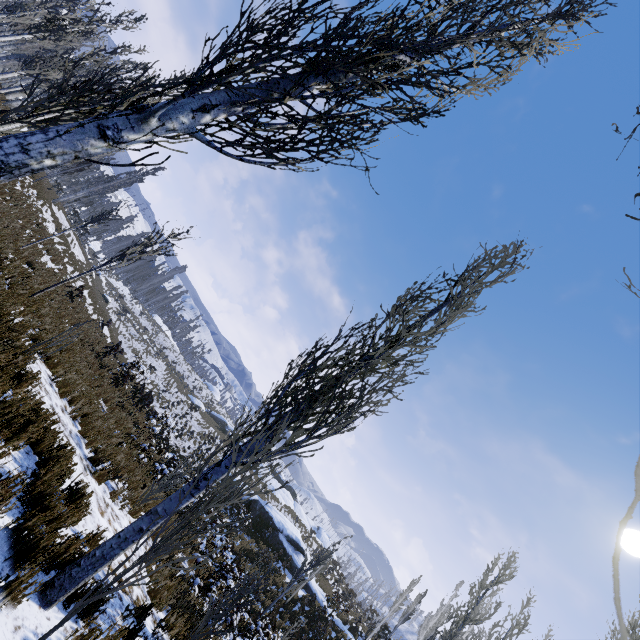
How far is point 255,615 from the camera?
13.8 meters

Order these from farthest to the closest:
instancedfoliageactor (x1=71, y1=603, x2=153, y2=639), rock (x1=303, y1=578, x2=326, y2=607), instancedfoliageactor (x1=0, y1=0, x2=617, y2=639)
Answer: rock (x1=303, y1=578, x2=326, y2=607), instancedfoliageactor (x1=71, y1=603, x2=153, y2=639), instancedfoliageactor (x1=0, y1=0, x2=617, y2=639)

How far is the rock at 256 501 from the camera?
24.84m

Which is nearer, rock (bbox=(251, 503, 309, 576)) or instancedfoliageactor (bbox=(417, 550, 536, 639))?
instancedfoliageactor (bbox=(417, 550, 536, 639))

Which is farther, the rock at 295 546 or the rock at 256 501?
the rock at 256 501

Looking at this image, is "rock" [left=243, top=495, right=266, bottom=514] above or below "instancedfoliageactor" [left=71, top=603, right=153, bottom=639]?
above
